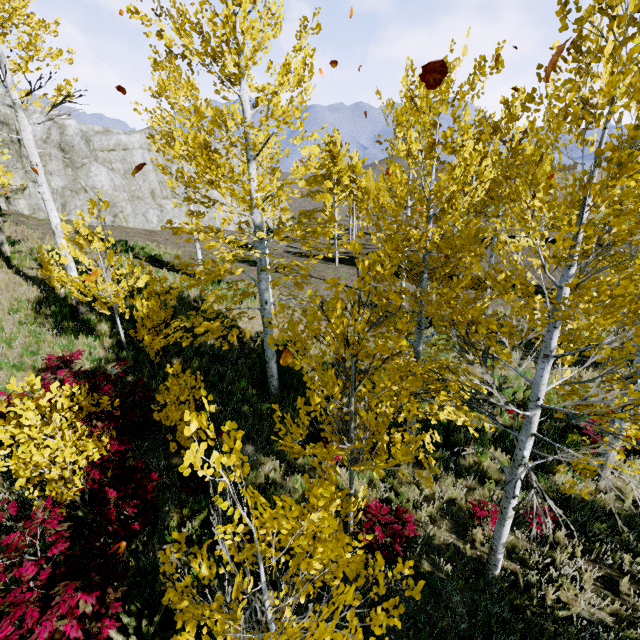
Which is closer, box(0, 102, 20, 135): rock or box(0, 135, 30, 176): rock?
box(0, 102, 20, 135): rock

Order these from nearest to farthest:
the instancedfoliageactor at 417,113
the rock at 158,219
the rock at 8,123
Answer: the instancedfoliageactor at 417,113, the rock at 8,123, the rock at 158,219

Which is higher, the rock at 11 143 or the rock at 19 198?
the rock at 11 143

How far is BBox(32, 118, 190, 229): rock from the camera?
19.3m

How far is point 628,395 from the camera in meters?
2.9 m

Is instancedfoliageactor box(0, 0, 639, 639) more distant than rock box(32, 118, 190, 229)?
No

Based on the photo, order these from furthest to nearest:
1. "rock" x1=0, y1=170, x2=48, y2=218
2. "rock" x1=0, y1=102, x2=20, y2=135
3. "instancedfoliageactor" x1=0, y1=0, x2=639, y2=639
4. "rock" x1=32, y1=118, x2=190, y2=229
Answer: "rock" x1=32, y1=118, x2=190, y2=229 < "rock" x1=0, y1=170, x2=48, y2=218 < "rock" x1=0, y1=102, x2=20, y2=135 < "instancedfoliageactor" x1=0, y1=0, x2=639, y2=639
